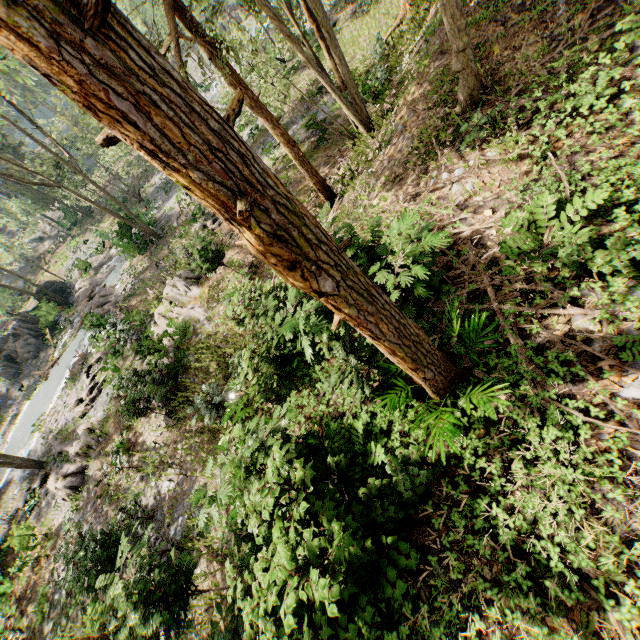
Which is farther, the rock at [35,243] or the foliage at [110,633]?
the rock at [35,243]

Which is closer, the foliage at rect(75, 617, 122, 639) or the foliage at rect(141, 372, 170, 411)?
the foliage at rect(75, 617, 122, 639)

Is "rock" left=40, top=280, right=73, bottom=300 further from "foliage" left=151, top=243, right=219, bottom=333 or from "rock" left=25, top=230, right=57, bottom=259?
"rock" left=25, top=230, right=57, bottom=259

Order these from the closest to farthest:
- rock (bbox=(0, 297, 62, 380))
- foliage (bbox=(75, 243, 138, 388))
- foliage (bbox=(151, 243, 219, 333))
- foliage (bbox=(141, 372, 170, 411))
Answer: foliage (bbox=(141, 372, 170, 411)) → foliage (bbox=(151, 243, 219, 333)) → foliage (bbox=(75, 243, 138, 388)) → rock (bbox=(0, 297, 62, 380))

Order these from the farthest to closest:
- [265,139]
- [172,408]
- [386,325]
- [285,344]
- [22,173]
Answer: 1. [22,173]
2. [265,139]
3. [172,408]
4. [285,344]
5. [386,325]

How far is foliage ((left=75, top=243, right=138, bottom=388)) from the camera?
18.8 meters

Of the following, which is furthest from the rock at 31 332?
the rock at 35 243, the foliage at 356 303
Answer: the rock at 35 243
